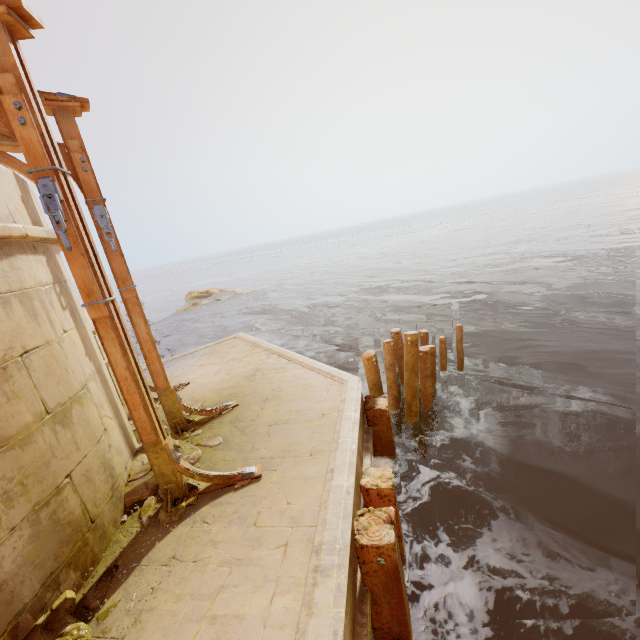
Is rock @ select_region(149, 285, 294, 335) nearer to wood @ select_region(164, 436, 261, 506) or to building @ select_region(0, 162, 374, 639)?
building @ select_region(0, 162, 374, 639)

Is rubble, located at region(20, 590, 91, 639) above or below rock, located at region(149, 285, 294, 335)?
above

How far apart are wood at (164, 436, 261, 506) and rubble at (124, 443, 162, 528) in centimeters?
29cm

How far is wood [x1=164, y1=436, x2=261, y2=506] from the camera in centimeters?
377cm

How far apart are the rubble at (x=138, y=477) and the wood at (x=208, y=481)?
0.3 meters

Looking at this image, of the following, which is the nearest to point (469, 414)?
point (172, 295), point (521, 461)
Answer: point (521, 461)

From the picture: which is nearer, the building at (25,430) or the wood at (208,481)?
the building at (25,430)

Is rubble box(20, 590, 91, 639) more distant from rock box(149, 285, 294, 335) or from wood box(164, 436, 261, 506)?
rock box(149, 285, 294, 335)
